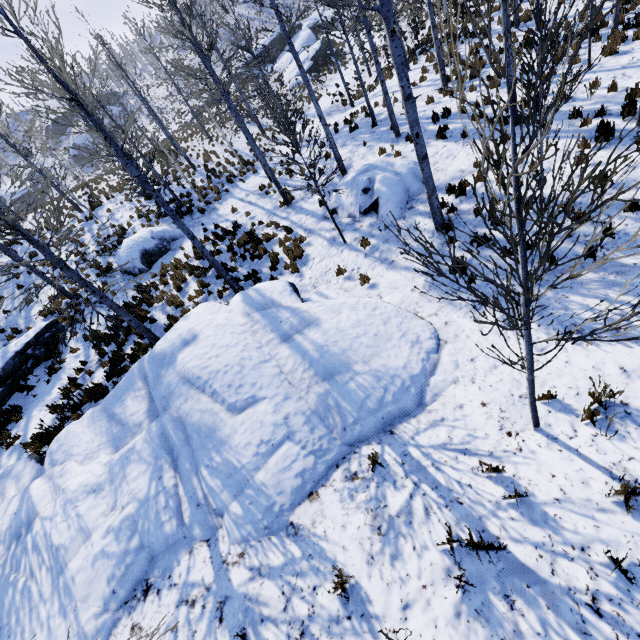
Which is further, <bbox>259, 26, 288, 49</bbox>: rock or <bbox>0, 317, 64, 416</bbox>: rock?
<bbox>259, 26, 288, 49</bbox>: rock

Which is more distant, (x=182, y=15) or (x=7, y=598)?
(x=182, y=15)

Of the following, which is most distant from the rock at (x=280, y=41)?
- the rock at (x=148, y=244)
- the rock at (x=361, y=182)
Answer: the rock at (x=361, y=182)

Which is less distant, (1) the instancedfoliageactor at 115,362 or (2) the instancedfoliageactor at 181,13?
(1) the instancedfoliageactor at 115,362

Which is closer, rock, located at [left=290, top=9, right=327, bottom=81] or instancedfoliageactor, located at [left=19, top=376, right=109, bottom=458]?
instancedfoliageactor, located at [left=19, top=376, right=109, bottom=458]

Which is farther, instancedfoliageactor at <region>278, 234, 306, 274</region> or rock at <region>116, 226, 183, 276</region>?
rock at <region>116, 226, 183, 276</region>

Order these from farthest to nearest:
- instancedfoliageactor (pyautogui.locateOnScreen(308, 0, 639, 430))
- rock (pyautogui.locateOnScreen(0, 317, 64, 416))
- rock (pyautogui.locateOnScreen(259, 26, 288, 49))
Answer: rock (pyautogui.locateOnScreen(259, 26, 288, 49)), rock (pyautogui.locateOnScreen(0, 317, 64, 416)), instancedfoliageactor (pyautogui.locateOnScreen(308, 0, 639, 430))

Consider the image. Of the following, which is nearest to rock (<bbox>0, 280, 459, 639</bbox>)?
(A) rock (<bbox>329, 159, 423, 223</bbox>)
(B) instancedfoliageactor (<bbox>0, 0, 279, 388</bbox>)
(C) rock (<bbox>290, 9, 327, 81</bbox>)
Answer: (B) instancedfoliageactor (<bbox>0, 0, 279, 388</bbox>)
